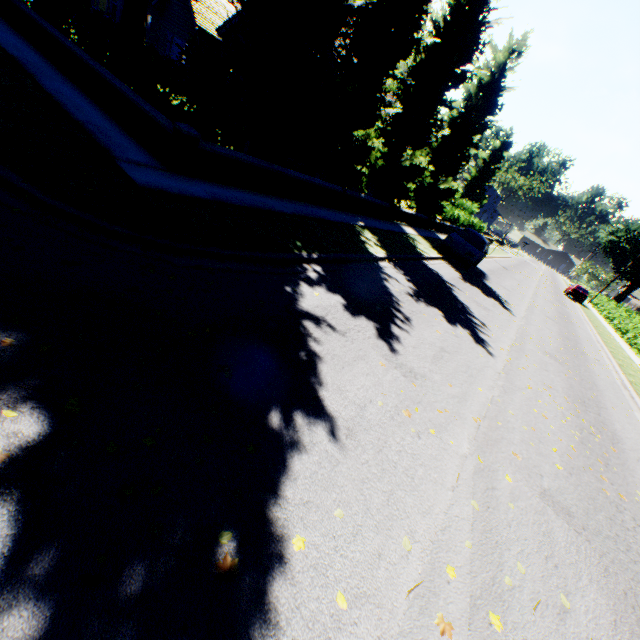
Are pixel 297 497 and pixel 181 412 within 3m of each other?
yes

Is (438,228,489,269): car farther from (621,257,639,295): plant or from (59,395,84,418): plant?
(621,257,639,295): plant

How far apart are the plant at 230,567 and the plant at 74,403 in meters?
1.3 m

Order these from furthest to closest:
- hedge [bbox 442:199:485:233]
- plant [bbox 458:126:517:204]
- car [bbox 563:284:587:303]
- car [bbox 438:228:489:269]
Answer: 1. plant [bbox 458:126:517:204]
2. car [bbox 563:284:587:303]
3. hedge [bbox 442:199:485:233]
4. car [bbox 438:228:489:269]

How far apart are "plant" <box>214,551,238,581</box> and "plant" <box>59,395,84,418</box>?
1.3 meters

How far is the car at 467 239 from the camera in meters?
16.0 m

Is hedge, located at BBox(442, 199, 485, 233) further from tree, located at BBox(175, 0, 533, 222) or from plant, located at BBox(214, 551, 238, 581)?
plant, located at BBox(214, 551, 238, 581)
